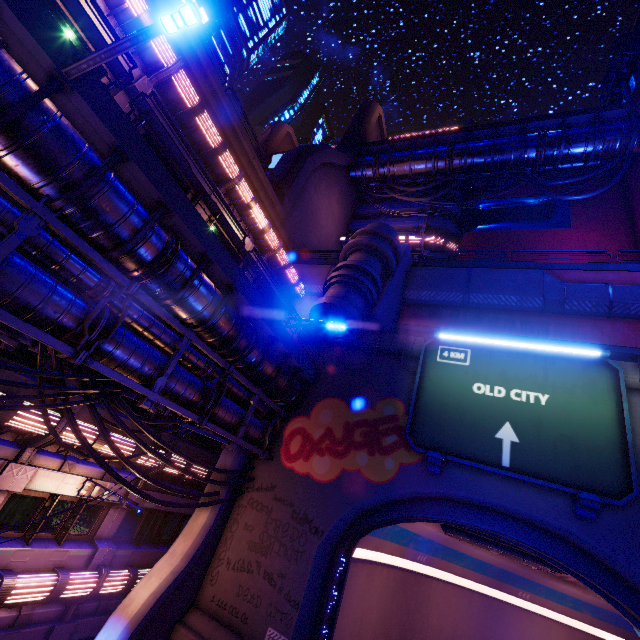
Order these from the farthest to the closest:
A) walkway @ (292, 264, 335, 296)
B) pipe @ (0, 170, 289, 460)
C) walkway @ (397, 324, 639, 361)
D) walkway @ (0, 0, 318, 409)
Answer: walkway @ (292, 264, 335, 296)
walkway @ (397, 324, 639, 361)
pipe @ (0, 170, 289, 460)
walkway @ (0, 0, 318, 409)

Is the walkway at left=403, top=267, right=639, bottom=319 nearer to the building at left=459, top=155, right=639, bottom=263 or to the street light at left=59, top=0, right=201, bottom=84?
the building at left=459, top=155, right=639, bottom=263

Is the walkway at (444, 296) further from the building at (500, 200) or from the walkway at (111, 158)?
the walkway at (111, 158)

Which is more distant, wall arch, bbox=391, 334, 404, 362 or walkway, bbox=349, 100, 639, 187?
walkway, bbox=349, 100, 639, 187

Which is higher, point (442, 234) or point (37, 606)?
point (442, 234)

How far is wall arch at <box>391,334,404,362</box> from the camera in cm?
1695

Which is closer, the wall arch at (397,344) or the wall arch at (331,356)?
the wall arch at (397,344)

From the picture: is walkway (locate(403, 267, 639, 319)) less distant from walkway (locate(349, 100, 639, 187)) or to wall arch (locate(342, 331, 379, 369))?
wall arch (locate(342, 331, 379, 369))
